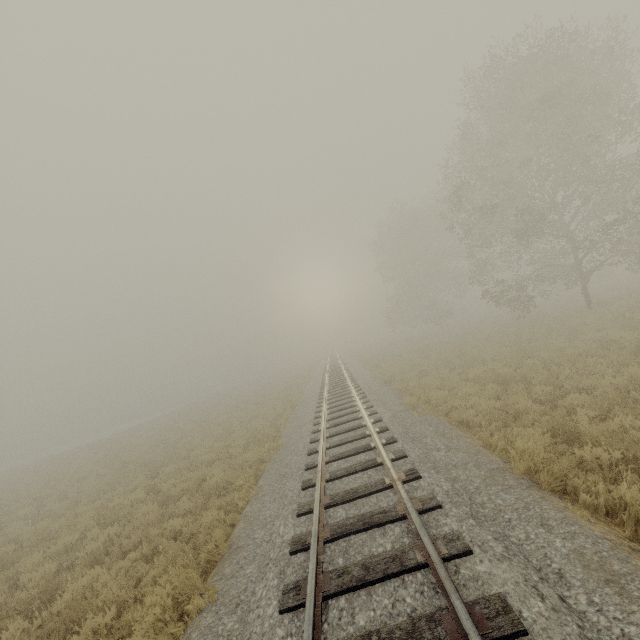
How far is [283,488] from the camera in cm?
800
